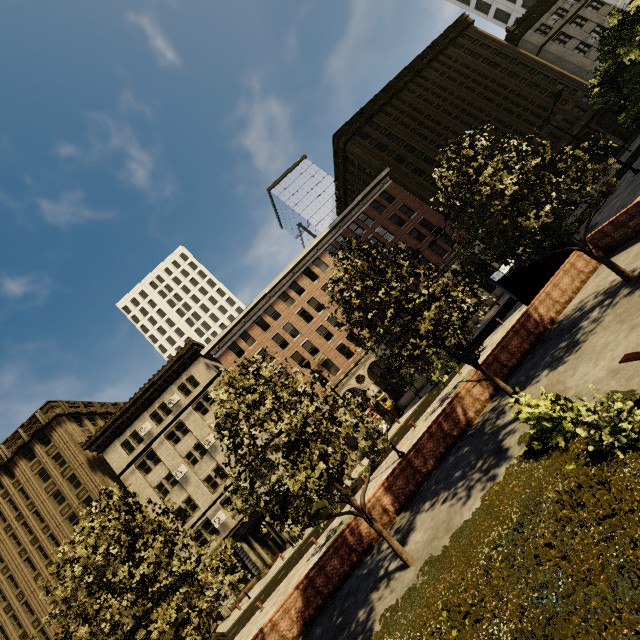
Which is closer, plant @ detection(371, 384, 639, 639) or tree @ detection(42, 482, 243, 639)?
plant @ detection(371, 384, 639, 639)

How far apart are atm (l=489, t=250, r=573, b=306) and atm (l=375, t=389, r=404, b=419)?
17.7 meters

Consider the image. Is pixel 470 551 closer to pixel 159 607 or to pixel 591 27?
pixel 159 607

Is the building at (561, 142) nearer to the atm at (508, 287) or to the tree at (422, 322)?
the tree at (422, 322)

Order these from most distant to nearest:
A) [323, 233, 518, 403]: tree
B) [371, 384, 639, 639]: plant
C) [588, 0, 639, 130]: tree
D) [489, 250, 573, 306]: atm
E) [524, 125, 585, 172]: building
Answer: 1. [524, 125, 585, 172]: building
2. [489, 250, 573, 306]: atm
3. [323, 233, 518, 403]: tree
4. [588, 0, 639, 130]: tree
5. [371, 384, 639, 639]: plant

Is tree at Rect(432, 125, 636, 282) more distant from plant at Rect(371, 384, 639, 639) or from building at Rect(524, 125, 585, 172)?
building at Rect(524, 125, 585, 172)

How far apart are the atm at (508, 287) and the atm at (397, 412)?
17.71m
